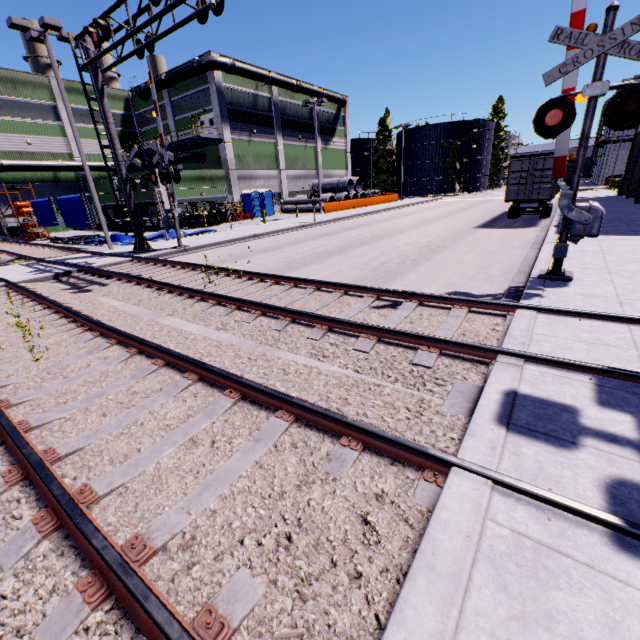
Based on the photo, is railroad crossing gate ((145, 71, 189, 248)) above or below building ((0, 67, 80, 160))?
below

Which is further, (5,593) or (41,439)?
(41,439)

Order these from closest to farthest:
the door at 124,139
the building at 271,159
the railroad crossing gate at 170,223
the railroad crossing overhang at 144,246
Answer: the railroad crossing overhang at 144,246 < the railroad crossing gate at 170,223 < the building at 271,159 < the door at 124,139

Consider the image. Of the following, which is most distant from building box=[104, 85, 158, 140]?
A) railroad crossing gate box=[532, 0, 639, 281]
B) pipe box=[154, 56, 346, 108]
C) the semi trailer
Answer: the semi trailer

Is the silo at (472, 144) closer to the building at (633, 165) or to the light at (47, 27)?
the building at (633, 165)

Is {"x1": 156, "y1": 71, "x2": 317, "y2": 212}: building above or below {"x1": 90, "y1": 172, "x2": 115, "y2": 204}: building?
above

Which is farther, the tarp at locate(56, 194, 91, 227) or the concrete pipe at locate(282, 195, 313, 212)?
the concrete pipe at locate(282, 195, 313, 212)

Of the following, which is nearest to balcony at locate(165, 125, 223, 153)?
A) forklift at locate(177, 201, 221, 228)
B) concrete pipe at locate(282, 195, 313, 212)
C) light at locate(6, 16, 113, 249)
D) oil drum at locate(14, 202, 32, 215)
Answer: forklift at locate(177, 201, 221, 228)
